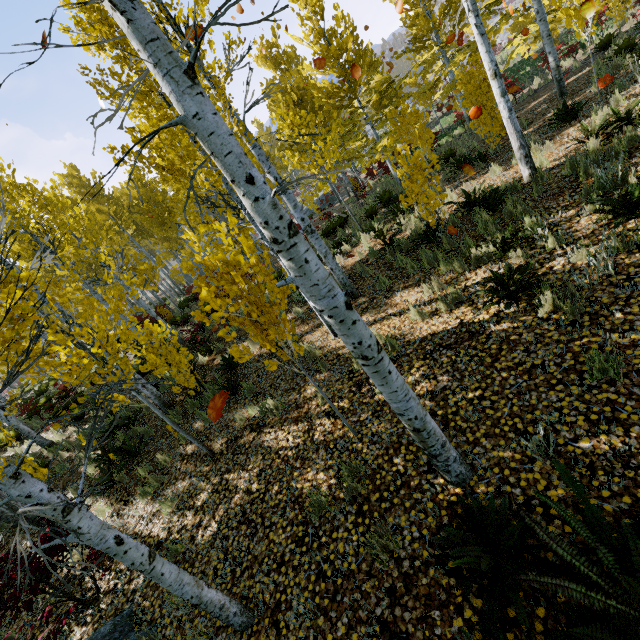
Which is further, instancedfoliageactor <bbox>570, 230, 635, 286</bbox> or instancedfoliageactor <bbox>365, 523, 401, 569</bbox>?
instancedfoliageactor <bbox>570, 230, 635, 286</bbox>

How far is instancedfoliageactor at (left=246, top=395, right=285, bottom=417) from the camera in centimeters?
593cm

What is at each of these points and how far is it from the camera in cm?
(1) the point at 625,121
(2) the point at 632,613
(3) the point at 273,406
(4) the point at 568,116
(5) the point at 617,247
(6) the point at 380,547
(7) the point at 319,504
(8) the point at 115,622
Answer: (1) instancedfoliageactor, 606
(2) instancedfoliageactor, 188
(3) instancedfoliageactor, 596
(4) instancedfoliageactor, 805
(5) instancedfoliageactor, 416
(6) instancedfoliageactor, 309
(7) instancedfoliageactor, 388
(8) rock, 427

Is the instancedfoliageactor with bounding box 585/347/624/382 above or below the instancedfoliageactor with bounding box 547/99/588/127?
below

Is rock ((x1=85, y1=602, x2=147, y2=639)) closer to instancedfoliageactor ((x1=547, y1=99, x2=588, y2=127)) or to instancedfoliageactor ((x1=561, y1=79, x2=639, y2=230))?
instancedfoliageactor ((x1=561, y1=79, x2=639, y2=230))

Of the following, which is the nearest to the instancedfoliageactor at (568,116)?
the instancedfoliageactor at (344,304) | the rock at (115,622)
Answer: the instancedfoliageactor at (344,304)
